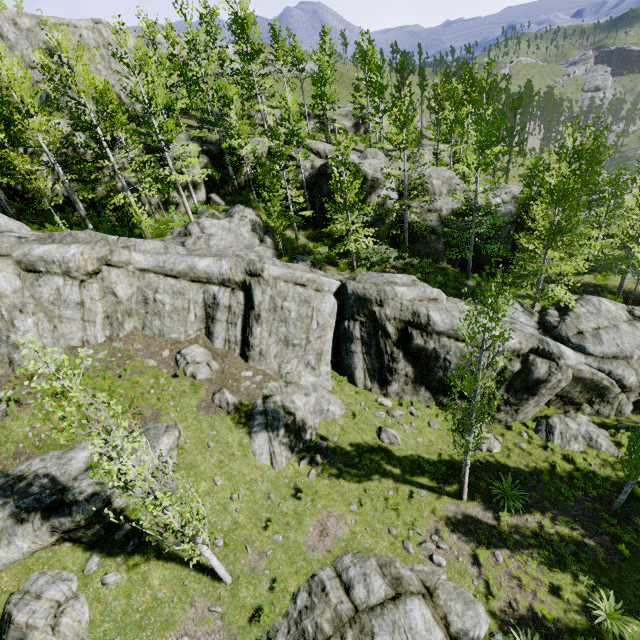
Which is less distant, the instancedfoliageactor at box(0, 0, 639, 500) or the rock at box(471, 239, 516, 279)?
the instancedfoliageactor at box(0, 0, 639, 500)

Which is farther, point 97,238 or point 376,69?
point 376,69

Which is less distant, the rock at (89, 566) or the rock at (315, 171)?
the rock at (89, 566)

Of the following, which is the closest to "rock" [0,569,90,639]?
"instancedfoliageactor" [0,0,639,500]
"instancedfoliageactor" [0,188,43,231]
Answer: "instancedfoliageactor" [0,0,639,500]

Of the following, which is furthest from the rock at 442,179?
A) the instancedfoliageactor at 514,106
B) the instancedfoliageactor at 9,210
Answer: the instancedfoliageactor at 9,210

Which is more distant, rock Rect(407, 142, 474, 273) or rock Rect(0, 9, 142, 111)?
rock Rect(0, 9, 142, 111)

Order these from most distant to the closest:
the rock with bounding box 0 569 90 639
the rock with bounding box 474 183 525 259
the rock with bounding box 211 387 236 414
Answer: the rock with bounding box 474 183 525 259 → the rock with bounding box 211 387 236 414 → the rock with bounding box 0 569 90 639
